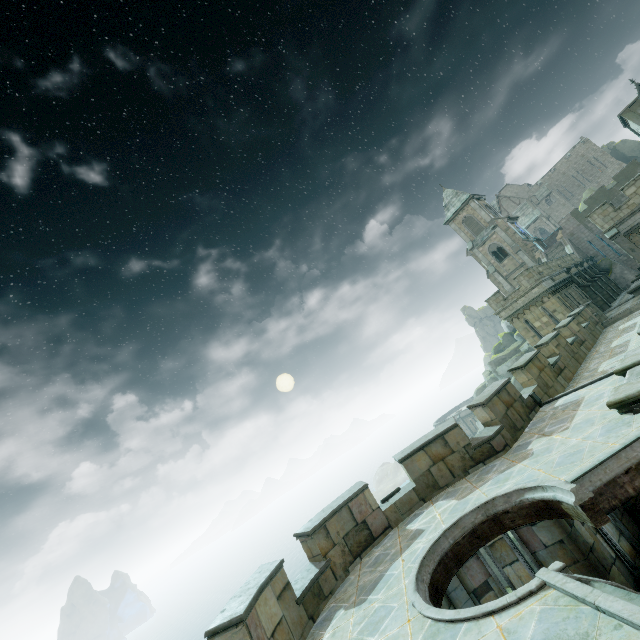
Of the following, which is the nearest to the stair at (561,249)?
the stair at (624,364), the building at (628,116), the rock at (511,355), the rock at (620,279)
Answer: the building at (628,116)

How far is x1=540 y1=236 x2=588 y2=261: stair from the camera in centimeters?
3737cm

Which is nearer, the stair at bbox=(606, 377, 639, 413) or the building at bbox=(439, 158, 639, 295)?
the stair at bbox=(606, 377, 639, 413)

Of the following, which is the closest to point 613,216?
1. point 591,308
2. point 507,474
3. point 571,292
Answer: point 591,308

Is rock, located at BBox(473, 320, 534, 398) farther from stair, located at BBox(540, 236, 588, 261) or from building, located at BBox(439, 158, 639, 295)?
stair, located at BBox(540, 236, 588, 261)

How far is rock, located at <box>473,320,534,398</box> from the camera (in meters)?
38.47

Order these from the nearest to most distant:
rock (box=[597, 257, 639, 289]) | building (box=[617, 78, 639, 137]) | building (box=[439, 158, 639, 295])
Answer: building (box=[439, 158, 639, 295])
building (box=[617, 78, 639, 137])
rock (box=[597, 257, 639, 289])

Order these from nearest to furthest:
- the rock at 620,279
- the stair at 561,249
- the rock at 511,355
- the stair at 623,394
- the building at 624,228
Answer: the stair at 623,394, the building at 624,228, the rock at 620,279, the stair at 561,249, the rock at 511,355
